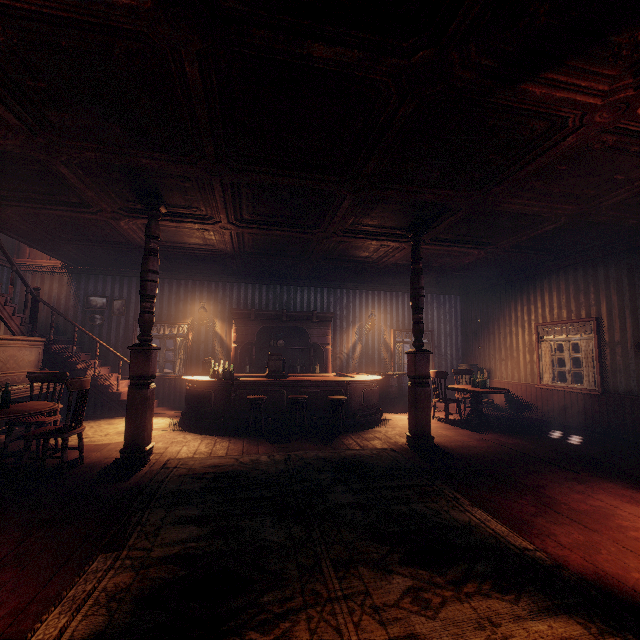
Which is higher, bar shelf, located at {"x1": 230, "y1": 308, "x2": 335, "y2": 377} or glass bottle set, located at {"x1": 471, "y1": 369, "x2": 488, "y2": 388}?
bar shelf, located at {"x1": 230, "y1": 308, "x2": 335, "y2": 377}

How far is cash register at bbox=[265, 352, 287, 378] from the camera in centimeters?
738cm

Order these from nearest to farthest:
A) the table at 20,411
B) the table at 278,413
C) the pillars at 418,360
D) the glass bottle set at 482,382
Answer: the table at 20,411 → the pillars at 418,360 → the table at 278,413 → the glass bottle set at 482,382

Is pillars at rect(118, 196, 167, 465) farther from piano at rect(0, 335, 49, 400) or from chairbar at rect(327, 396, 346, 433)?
chairbar at rect(327, 396, 346, 433)

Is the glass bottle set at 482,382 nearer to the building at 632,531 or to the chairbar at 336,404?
the building at 632,531

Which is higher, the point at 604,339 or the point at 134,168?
the point at 134,168

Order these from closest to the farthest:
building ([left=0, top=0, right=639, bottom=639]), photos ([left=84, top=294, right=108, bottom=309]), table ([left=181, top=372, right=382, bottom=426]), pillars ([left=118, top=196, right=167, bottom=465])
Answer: building ([left=0, top=0, right=639, bottom=639]) < pillars ([left=118, top=196, right=167, bottom=465]) < table ([left=181, top=372, right=382, bottom=426]) < photos ([left=84, top=294, right=108, bottom=309])

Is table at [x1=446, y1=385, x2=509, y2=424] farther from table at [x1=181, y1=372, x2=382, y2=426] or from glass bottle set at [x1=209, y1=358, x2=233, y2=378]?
glass bottle set at [x1=209, y1=358, x2=233, y2=378]
